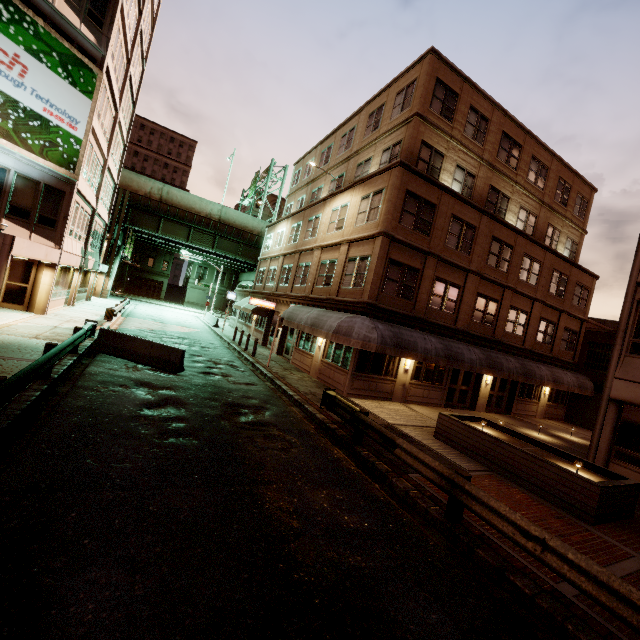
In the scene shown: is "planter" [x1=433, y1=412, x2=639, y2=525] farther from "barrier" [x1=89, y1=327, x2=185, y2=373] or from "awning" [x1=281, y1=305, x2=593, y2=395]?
"barrier" [x1=89, y1=327, x2=185, y2=373]

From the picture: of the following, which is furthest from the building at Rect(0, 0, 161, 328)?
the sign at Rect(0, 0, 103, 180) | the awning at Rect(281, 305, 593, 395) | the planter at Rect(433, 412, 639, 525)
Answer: the planter at Rect(433, 412, 639, 525)

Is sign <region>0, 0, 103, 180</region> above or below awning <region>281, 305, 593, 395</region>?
above

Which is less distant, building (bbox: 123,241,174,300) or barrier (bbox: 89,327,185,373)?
barrier (bbox: 89,327,185,373)

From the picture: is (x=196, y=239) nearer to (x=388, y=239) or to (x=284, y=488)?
(x=388, y=239)

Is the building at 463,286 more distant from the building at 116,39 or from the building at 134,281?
the building at 134,281

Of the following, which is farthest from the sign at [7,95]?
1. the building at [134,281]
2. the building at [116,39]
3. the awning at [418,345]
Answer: the building at [134,281]

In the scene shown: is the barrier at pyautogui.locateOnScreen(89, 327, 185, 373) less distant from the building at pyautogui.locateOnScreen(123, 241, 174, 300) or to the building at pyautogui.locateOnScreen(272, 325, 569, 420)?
the building at pyautogui.locateOnScreen(272, 325, 569, 420)
